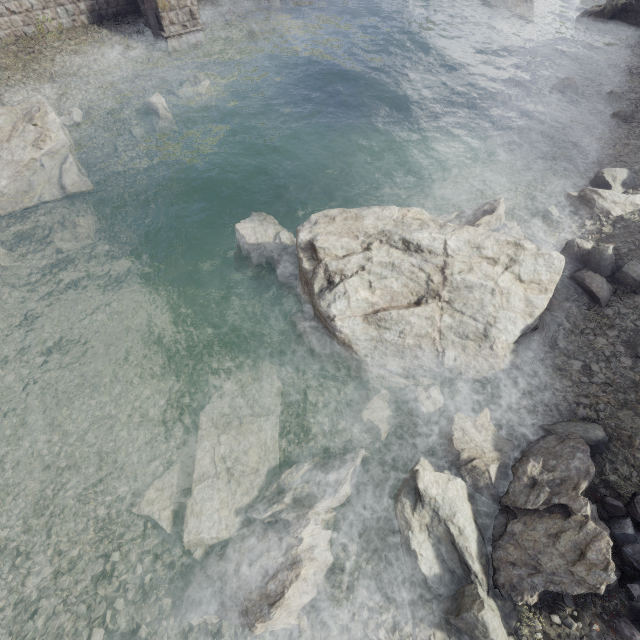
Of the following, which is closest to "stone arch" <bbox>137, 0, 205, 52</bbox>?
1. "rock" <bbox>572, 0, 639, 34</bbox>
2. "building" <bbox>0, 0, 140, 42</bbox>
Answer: "building" <bbox>0, 0, 140, 42</bbox>

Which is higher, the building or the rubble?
the building

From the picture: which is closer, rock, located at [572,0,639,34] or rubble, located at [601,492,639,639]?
rubble, located at [601,492,639,639]

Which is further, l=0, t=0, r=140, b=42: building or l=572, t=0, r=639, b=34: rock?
l=572, t=0, r=639, b=34: rock

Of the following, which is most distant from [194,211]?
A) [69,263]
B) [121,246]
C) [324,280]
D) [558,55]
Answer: [558,55]

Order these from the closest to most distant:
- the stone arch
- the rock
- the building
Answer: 1. the building
2. the stone arch
3. the rock

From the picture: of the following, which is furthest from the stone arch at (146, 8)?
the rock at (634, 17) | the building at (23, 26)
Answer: the rock at (634, 17)

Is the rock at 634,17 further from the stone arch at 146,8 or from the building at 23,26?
the stone arch at 146,8
